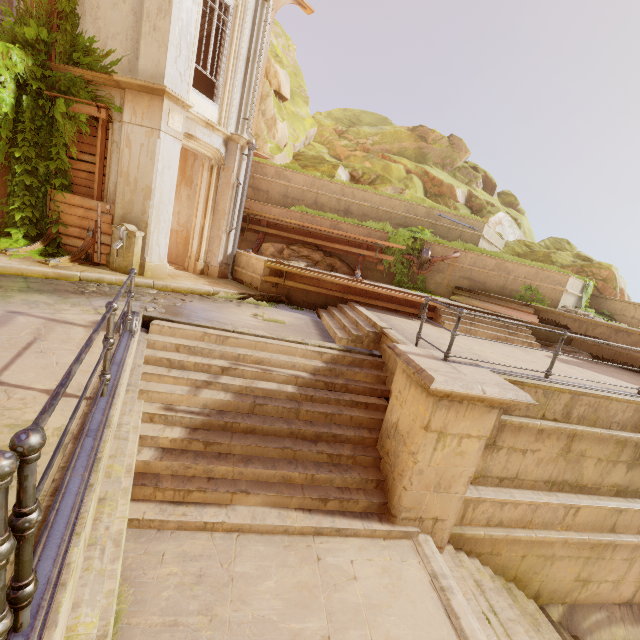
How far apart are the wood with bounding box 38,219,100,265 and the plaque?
3.1m

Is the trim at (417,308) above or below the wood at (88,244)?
above

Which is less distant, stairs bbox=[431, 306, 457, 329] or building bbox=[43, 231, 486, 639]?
building bbox=[43, 231, 486, 639]

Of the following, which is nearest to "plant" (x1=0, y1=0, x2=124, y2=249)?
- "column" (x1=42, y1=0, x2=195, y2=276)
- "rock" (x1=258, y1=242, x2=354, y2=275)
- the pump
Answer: "column" (x1=42, y1=0, x2=195, y2=276)

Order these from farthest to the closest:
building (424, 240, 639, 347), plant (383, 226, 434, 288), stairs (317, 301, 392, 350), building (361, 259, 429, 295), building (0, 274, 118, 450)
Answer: plant (383, 226, 434, 288) < building (361, 259, 429, 295) < building (424, 240, 639, 347) < stairs (317, 301, 392, 350) < building (0, 274, 118, 450)

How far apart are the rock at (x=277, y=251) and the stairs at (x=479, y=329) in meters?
3.6

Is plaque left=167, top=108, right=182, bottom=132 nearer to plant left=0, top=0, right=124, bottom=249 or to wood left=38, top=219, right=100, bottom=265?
plant left=0, top=0, right=124, bottom=249

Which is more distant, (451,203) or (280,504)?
(451,203)
